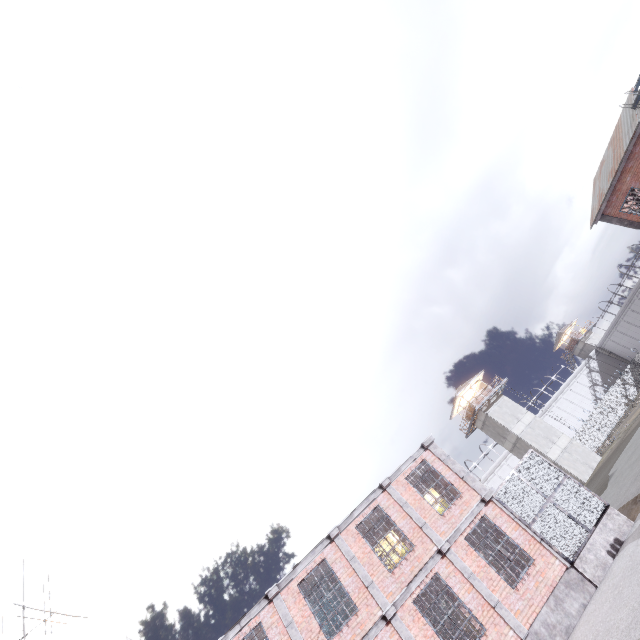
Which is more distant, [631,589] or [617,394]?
[617,394]

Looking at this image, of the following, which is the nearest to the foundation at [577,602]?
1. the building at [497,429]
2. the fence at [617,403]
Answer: the fence at [617,403]

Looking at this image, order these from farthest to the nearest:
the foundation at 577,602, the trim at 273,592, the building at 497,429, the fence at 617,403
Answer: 1. the fence at 617,403
2. the building at 497,429
3. the trim at 273,592
4. the foundation at 577,602

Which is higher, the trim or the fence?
the trim

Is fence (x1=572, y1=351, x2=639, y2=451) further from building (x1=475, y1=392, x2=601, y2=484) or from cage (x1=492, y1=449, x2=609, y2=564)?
cage (x1=492, y1=449, x2=609, y2=564)

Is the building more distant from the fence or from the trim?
the trim

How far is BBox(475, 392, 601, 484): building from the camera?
35.0 meters

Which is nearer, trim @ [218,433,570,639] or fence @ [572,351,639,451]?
trim @ [218,433,570,639]
